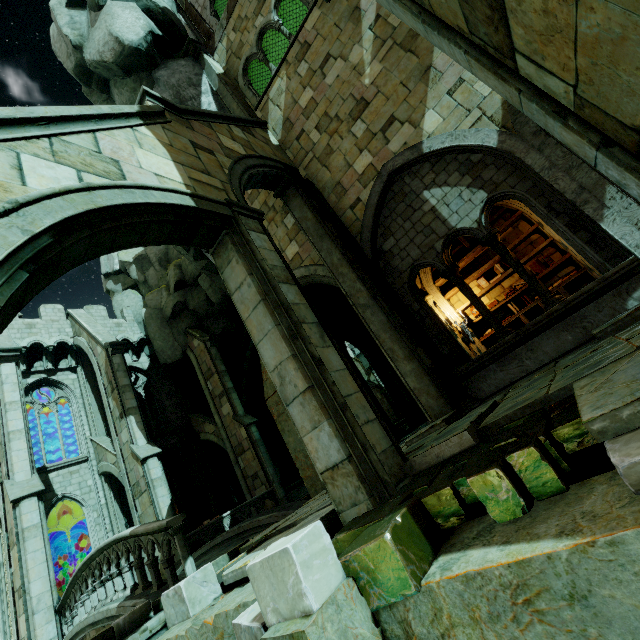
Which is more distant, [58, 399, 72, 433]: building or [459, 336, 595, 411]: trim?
[58, 399, 72, 433]: building

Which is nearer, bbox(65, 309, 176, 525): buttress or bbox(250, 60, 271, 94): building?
bbox(250, 60, 271, 94): building

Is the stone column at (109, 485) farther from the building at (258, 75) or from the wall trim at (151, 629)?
the building at (258, 75)

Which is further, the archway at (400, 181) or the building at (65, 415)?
the building at (65, 415)

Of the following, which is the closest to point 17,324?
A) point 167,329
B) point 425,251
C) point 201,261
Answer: point 167,329

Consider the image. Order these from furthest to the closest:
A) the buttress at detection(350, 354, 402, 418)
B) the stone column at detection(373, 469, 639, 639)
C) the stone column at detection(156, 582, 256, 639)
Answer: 1. the buttress at detection(350, 354, 402, 418)
2. the stone column at detection(156, 582, 256, 639)
3. the stone column at detection(373, 469, 639, 639)

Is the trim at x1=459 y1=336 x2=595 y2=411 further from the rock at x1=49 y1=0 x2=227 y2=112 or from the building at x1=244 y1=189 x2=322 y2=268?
the building at x1=244 y1=189 x2=322 y2=268

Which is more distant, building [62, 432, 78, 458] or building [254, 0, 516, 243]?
building [62, 432, 78, 458]
